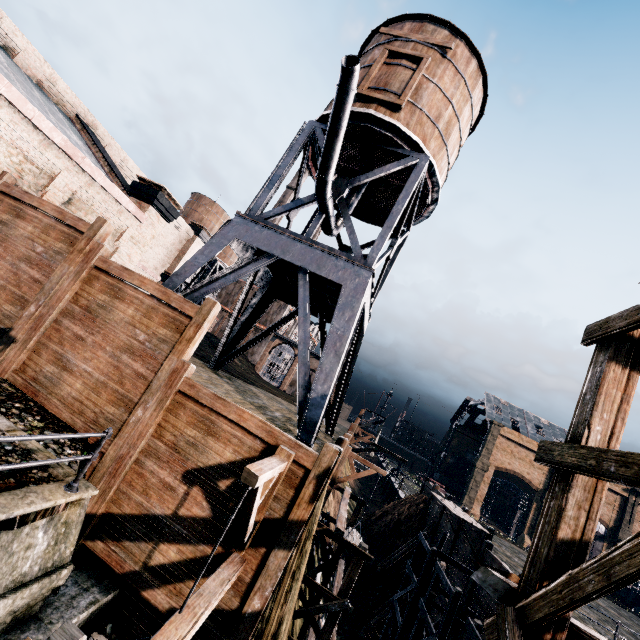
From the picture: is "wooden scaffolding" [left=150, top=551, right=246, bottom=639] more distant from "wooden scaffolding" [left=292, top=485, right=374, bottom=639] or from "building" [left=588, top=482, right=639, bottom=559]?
"building" [left=588, top=482, right=639, bottom=559]

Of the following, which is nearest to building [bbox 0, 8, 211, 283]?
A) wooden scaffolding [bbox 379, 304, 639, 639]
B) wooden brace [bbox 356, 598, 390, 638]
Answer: wooden scaffolding [bbox 379, 304, 639, 639]

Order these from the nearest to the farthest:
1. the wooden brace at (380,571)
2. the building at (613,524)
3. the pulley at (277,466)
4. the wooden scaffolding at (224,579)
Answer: the wooden scaffolding at (224,579) → the pulley at (277,466) → the wooden brace at (380,571) → the building at (613,524)

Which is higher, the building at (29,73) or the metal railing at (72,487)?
the building at (29,73)

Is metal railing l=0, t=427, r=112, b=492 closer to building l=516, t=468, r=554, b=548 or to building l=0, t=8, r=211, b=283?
building l=516, t=468, r=554, b=548

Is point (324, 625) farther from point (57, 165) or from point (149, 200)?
point (149, 200)

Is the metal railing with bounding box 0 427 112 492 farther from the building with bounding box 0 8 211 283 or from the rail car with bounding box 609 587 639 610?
the rail car with bounding box 609 587 639 610

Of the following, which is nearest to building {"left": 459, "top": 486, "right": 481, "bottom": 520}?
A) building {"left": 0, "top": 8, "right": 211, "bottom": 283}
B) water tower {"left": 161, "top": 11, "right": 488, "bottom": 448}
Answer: water tower {"left": 161, "top": 11, "right": 488, "bottom": 448}
